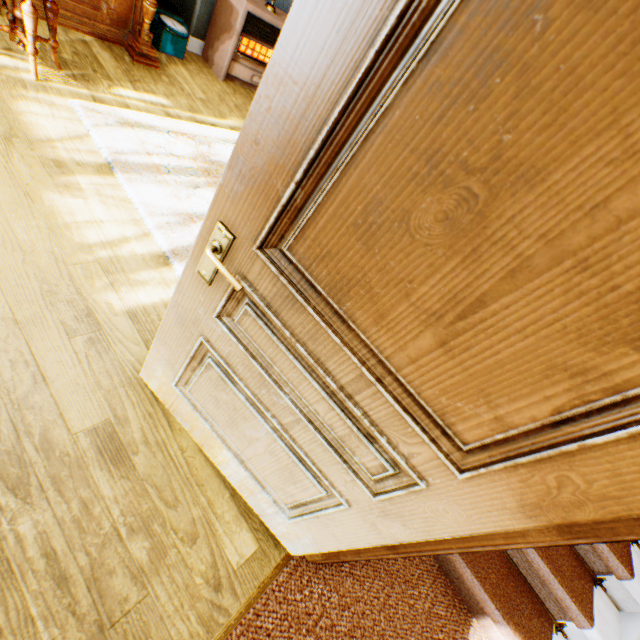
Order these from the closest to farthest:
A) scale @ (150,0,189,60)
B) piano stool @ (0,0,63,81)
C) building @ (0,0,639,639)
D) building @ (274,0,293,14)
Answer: building @ (0,0,639,639), piano stool @ (0,0,63,81), scale @ (150,0,189,60), building @ (274,0,293,14)

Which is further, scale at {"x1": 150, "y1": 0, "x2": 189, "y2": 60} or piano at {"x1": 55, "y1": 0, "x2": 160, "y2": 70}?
scale at {"x1": 150, "y1": 0, "x2": 189, "y2": 60}

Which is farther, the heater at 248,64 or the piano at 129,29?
the heater at 248,64

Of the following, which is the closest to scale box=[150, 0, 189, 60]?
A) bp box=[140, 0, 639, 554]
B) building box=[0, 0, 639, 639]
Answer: building box=[0, 0, 639, 639]

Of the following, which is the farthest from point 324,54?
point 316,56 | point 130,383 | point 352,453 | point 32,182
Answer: point 32,182

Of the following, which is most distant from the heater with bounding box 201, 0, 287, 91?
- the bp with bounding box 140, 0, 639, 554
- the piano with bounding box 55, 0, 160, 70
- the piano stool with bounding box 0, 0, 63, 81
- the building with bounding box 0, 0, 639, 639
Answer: the bp with bounding box 140, 0, 639, 554

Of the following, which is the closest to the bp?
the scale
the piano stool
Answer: the piano stool

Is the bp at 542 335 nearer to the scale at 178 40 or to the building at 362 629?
the building at 362 629
